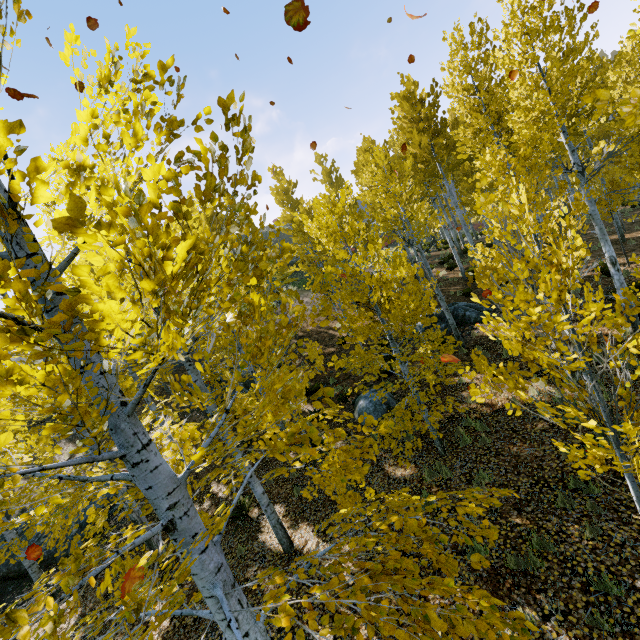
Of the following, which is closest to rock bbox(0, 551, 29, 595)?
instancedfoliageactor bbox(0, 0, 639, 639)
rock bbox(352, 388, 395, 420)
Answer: instancedfoliageactor bbox(0, 0, 639, 639)

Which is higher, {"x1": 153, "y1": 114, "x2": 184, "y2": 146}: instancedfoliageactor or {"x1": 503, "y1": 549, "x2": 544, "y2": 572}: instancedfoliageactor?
{"x1": 153, "y1": 114, "x2": 184, "y2": 146}: instancedfoliageactor

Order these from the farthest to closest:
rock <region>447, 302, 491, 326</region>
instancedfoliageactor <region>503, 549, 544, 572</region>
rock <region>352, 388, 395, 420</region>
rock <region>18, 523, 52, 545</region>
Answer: rock <region>447, 302, 491, 326</region> < rock <region>18, 523, 52, 545</region> < rock <region>352, 388, 395, 420</region> < instancedfoliageactor <region>503, 549, 544, 572</region>

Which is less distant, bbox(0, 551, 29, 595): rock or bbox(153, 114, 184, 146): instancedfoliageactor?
bbox(153, 114, 184, 146): instancedfoliageactor

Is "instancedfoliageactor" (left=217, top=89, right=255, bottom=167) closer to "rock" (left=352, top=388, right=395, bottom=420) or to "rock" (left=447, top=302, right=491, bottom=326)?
"rock" (left=447, top=302, right=491, bottom=326)

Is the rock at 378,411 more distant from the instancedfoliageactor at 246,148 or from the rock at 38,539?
the rock at 38,539

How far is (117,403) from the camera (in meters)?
2.21

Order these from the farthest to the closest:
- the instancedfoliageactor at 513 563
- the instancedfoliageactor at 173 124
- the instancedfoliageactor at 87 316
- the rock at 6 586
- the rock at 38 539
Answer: the rock at 38 539, the rock at 6 586, the instancedfoliageactor at 513 563, the instancedfoliageactor at 173 124, the instancedfoliageactor at 87 316
